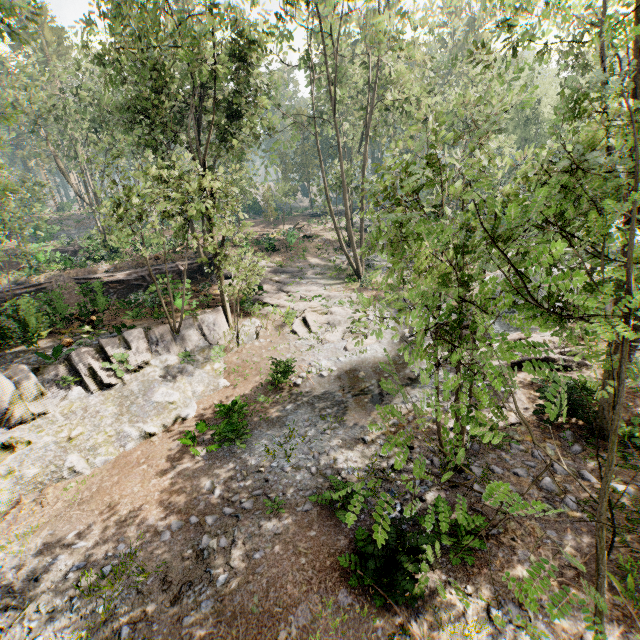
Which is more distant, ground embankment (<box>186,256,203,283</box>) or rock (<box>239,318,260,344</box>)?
ground embankment (<box>186,256,203,283</box>)

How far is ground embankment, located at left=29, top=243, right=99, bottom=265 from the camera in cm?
2831

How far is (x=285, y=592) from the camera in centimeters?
707cm

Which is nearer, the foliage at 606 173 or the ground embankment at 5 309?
the foliage at 606 173

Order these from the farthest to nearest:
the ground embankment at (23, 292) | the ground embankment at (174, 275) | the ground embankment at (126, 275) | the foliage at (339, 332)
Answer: the ground embankment at (174, 275), the ground embankment at (126, 275), the ground embankment at (23, 292), the foliage at (339, 332)

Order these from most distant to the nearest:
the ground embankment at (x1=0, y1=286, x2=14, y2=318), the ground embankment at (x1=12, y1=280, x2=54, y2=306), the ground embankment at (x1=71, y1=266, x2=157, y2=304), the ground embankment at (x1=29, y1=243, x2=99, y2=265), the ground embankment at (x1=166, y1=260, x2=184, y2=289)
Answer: the ground embankment at (x1=29, y1=243, x2=99, y2=265) → the ground embankment at (x1=166, y1=260, x2=184, y2=289) → the ground embankment at (x1=71, y1=266, x2=157, y2=304) → the ground embankment at (x1=12, y1=280, x2=54, y2=306) → the ground embankment at (x1=0, y1=286, x2=14, y2=318)

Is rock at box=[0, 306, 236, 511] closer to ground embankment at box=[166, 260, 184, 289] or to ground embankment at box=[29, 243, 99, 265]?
ground embankment at box=[166, 260, 184, 289]

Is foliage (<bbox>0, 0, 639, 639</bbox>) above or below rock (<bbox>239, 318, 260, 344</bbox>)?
above
